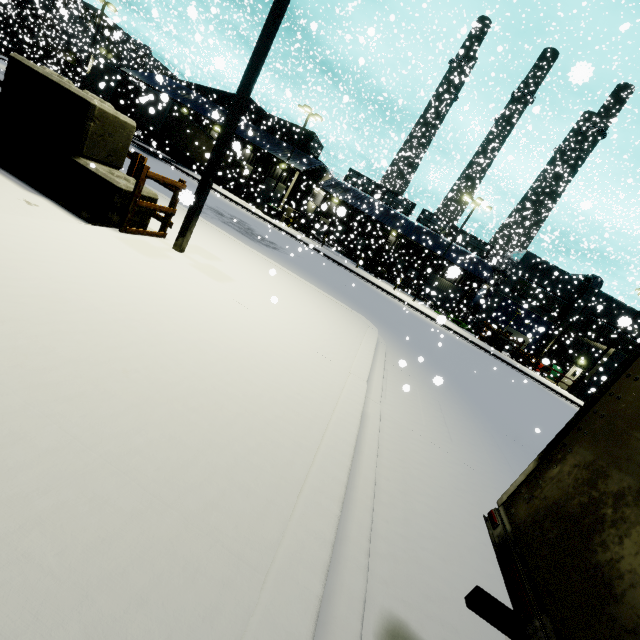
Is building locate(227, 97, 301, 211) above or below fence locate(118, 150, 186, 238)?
above

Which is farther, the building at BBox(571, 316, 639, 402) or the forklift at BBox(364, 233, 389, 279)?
the forklift at BBox(364, 233, 389, 279)

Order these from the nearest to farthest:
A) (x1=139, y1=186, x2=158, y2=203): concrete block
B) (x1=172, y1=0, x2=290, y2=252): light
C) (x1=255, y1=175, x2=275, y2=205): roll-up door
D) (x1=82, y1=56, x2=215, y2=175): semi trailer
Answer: (x1=172, y1=0, x2=290, y2=252): light → (x1=139, y1=186, x2=158, y2=203): concrete block → (x1=82, y1=56, x2=215, y2=175): semi trailer → (x1=255, y1=175, x2=275, y2=205): roll-up door

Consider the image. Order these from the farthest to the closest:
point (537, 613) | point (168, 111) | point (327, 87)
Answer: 1. point (327, 87)
2. point (168, 111)
3. point (537, 613)

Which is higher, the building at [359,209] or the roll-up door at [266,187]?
the building at [359,209]

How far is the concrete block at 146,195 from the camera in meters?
6.1 m

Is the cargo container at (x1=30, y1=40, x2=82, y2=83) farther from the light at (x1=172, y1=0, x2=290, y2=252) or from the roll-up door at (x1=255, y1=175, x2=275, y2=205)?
the light at (x1=172, y1=0, x2=290, y2=252)

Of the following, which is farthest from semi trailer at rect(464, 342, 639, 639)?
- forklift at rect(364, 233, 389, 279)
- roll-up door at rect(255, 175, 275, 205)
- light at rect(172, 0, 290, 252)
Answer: forklift at rect(364, 233, 389, 279)
